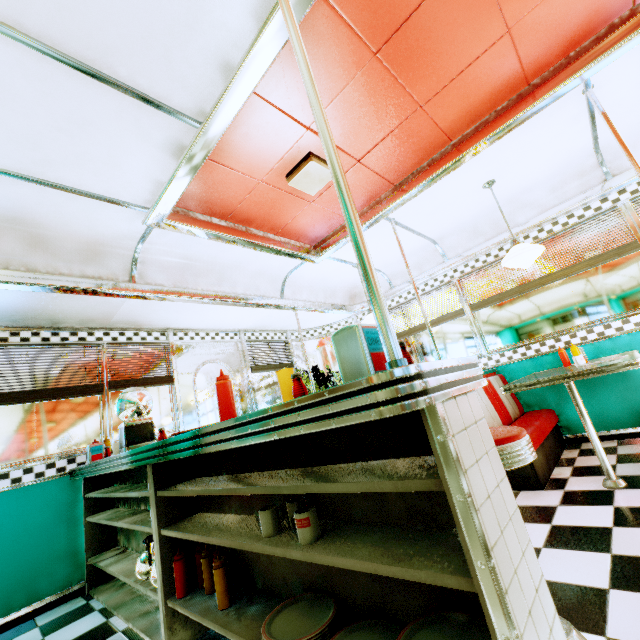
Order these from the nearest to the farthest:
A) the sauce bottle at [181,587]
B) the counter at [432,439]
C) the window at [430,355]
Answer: the counter at [432,439]
the sauce bottle at [181,587]
the window at [430,355]

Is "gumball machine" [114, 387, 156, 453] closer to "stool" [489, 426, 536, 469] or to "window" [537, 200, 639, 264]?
"stool" [489, 426, 536, 469]

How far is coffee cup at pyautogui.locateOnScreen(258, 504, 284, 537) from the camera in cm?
133

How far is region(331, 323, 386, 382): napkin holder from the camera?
0.9m

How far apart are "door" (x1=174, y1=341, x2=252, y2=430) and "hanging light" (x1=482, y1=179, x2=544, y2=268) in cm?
388

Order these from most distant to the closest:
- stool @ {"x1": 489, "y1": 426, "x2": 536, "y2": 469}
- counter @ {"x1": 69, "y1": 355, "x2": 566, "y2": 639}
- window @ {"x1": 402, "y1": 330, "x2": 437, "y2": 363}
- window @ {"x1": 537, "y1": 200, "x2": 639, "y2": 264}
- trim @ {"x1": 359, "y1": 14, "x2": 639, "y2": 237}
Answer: window @ {"x1": 402, "y1": 330, "x2": 437, "y2": 363}, window @ {"x1": 537, "y1": 200, "x2": 639, "y2": 264}, trim @ {"x1": 359, "y1": 14, "x2": 639, "y2": 237}, stool @ {"x1": 489, "y1": 426, "x2": 536, "y2": 469}, counter @ {"x1": 69, "y1": 355, "x2": 566, "y2": 639}

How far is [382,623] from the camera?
1.1m

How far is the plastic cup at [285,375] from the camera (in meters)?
1.33
